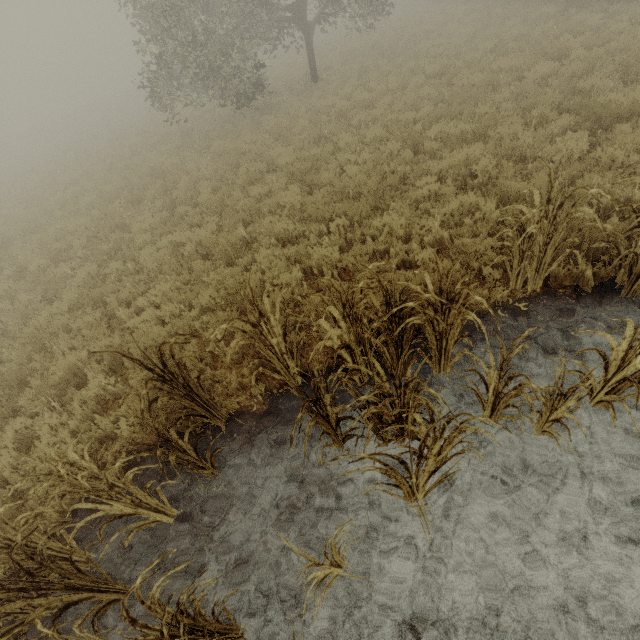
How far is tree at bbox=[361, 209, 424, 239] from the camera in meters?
5.9

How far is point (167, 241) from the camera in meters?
8.3 m

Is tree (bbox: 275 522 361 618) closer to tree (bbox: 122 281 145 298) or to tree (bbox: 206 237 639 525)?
tree (bbox: 206 237 639 525)

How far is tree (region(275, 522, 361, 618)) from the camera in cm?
241

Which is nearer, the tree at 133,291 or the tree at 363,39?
the tree at 363,39

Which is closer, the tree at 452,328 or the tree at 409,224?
the tree at 452,328

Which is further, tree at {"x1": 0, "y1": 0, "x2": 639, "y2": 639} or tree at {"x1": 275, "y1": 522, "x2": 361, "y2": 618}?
tree at {"x1": 0, "y1": 0, "x2": 639, "y2": 639}

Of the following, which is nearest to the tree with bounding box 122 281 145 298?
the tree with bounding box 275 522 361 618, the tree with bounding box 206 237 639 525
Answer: the tree with bounding box 206 237 639 525
